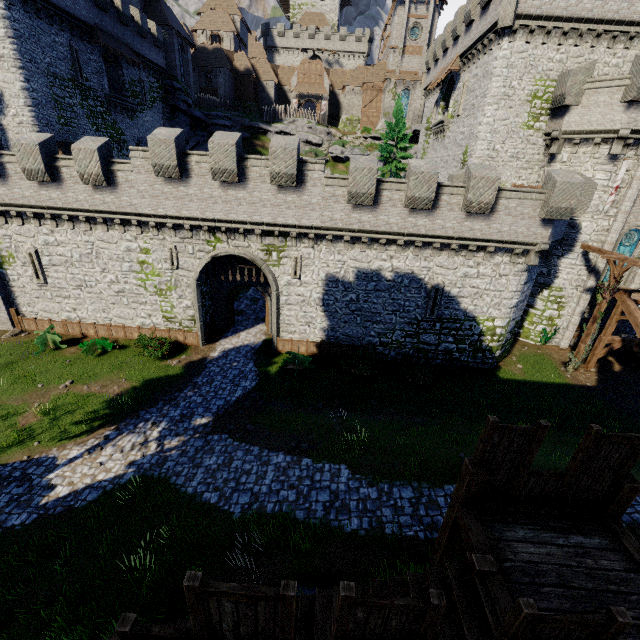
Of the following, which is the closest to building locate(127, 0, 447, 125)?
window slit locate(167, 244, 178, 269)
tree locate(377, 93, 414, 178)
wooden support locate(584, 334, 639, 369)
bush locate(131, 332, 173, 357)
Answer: tree locate(377, 93, 414, 178)

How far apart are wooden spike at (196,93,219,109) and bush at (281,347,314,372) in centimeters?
4350cm

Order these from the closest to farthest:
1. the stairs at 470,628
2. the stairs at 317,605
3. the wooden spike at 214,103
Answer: the stairs at 470,628 < the stairs at 317,605 < the wooden spike at 214,103

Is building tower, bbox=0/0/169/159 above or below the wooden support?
above

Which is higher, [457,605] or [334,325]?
[457,605]

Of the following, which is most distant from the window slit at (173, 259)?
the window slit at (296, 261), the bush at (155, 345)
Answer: the window slit at (296, 261)

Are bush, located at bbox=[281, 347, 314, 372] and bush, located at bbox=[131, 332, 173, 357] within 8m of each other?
yes

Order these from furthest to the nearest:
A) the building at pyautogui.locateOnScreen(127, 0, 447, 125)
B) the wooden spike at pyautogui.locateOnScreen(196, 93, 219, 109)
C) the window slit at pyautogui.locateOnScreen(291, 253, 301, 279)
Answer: the wooden spike at pyautogui.locateOnScreen(196, 93, 219, 109), the building at pyautogui.locateOnScreen(127, 0, 447, 125), the window slit at pyautogui.locateOnScreen(291, 253, 301, 279)
